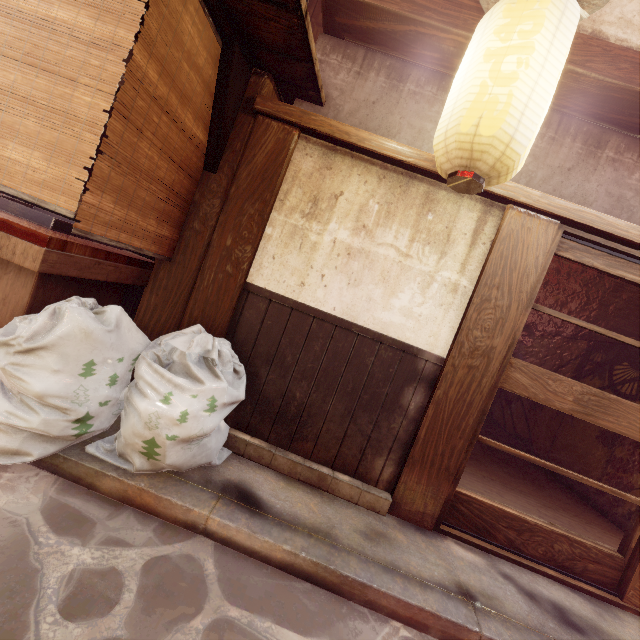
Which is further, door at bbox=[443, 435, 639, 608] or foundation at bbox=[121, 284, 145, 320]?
foundation at bbox=[121, 284, 145, 320]

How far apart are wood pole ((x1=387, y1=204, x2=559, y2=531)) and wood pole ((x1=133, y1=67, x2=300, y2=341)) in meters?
3.4

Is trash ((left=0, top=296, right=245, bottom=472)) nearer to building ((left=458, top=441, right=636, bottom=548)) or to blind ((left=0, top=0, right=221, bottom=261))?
blind ((left=0, top=0, right=221, bottom=261))

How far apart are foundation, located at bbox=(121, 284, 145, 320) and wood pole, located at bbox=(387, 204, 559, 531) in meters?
5.0 m

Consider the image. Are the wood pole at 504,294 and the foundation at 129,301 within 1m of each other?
no

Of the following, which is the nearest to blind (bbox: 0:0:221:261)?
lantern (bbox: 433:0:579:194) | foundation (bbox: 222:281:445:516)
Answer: foundation (bbox: 222:281:445:516)

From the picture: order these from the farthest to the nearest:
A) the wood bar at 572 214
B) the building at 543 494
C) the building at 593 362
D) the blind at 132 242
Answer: the building at 593 362
the building at 543 494
the wood bar at 572 214
the blind at 132 242

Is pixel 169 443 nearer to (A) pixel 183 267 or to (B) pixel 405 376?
(A) pixel 183 267
